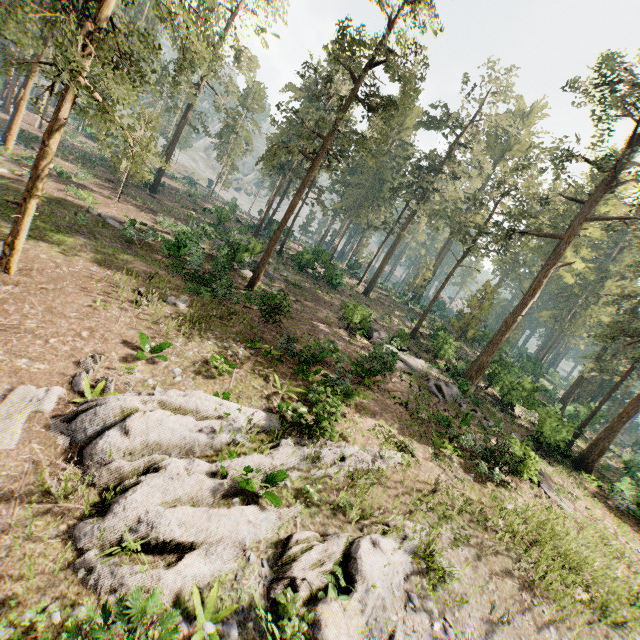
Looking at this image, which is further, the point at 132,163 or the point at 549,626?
the point at 132,163

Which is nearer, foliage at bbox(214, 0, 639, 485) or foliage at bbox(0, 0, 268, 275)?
foliage at bbox(0, 0, 268, 275)

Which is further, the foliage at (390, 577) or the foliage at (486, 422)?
the foliage at (486, 422)

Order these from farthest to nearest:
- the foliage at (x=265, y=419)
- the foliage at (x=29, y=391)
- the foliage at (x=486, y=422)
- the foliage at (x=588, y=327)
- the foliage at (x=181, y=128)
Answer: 1. the foliage at (x=588, y=327)
2. the foliage at (x=486, y=422)
3. the foliage at (x=181, y=128)
4. the foliage at (x=29, y=391)
5. the foliage at (x=265, y=419)

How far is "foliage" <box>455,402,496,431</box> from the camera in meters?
19.0

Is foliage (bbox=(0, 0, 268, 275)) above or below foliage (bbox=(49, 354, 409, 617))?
above
